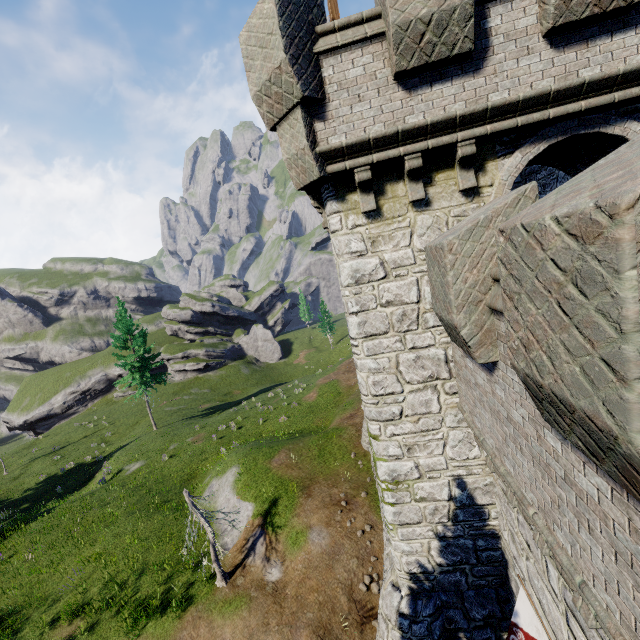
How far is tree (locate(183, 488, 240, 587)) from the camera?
12.83m

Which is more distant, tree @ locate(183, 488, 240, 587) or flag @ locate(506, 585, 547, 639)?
tree @ locate(183, 488, 240, 587)

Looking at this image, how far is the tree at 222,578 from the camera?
12.83m

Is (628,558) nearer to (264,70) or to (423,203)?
(423,203)

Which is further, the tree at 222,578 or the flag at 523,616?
the tree at 222,578

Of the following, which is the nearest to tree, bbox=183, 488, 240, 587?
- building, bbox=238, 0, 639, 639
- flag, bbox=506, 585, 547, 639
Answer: building, bbox=238, 0, 639, 639

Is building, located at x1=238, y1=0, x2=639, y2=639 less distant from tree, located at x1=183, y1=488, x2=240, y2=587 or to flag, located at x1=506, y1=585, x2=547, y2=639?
flag, located at x1=506, y1=585, x2=547, y2=639
